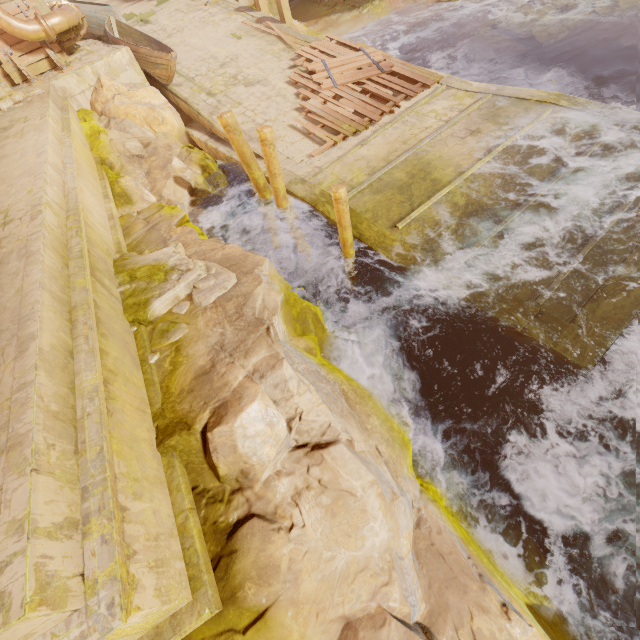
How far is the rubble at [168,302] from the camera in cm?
486

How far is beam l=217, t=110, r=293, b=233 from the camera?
6.9 meters

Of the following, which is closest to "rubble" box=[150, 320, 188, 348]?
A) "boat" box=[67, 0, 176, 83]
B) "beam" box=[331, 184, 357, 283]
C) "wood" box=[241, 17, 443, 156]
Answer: "beam" box=[331, 184, 357, 283]

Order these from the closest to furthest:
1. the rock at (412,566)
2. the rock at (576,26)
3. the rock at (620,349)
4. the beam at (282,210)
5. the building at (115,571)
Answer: the building at (115,571)
the rock at (412,566)
the rock at (620,349)
the beam at (282,210)
the rock at (576,26)

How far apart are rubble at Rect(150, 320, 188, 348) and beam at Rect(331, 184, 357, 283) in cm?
213

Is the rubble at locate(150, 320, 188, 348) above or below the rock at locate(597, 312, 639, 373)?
above

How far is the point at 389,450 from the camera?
3.9 meters
